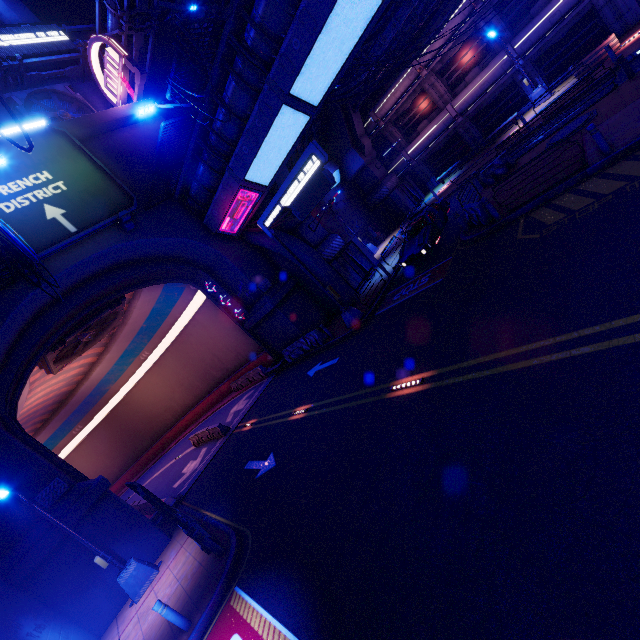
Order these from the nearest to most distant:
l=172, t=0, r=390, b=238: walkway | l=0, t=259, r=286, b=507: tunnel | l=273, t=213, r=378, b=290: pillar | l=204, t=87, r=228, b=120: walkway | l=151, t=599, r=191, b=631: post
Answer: l=151, t=599, r=191, b=631: post < l=172, t=0, r=390, b=238: walkway < l=204, t=87, r=228, b=120: walkway < l=0, t=259, r=286, b=507: tunnel < l=273, t=213, r=378, b=290: pillar

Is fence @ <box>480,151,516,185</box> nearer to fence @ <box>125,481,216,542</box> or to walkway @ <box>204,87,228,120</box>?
walkway @ <box>204,87,228,120</box>

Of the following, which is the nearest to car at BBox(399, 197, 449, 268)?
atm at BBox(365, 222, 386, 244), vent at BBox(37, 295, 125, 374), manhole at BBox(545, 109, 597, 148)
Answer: manhole at BBox(545, 109, 597, 148)

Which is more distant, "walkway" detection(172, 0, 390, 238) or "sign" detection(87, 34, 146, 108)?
"sign" detection(87, 34, 146, 108)

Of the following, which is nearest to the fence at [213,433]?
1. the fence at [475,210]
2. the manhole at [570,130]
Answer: the fence at [475,210]

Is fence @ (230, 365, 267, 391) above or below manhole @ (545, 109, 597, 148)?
above

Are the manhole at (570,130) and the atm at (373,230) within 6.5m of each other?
no

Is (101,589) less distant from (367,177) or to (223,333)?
(223,333)
